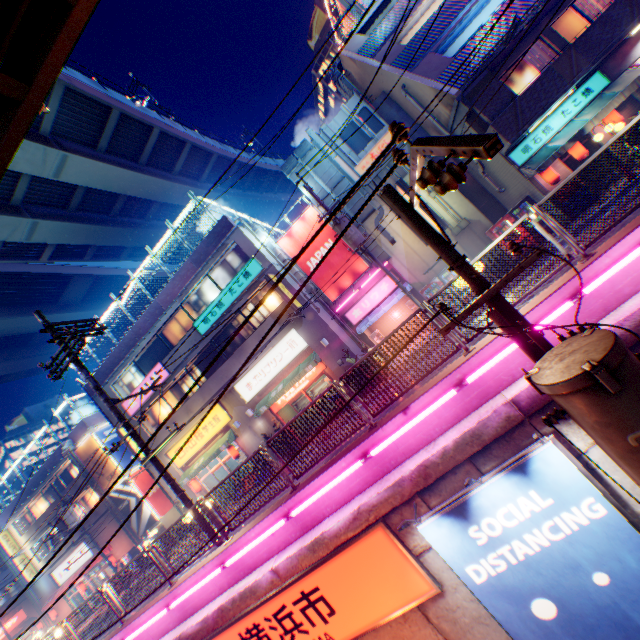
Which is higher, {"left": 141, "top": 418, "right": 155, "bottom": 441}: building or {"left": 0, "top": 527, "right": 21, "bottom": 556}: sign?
{"left": 0, "top": 527, "right": 21, "bottom": 556}: sign

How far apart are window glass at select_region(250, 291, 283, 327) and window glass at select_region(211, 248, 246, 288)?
1.3m

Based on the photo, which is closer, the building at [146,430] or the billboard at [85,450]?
the building at [146,430]

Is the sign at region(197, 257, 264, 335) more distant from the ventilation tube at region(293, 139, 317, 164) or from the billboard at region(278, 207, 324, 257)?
the ventilation tube at region(293, 139, 317, 164)

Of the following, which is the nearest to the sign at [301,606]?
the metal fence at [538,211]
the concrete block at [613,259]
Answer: the concrete block at [613,259]

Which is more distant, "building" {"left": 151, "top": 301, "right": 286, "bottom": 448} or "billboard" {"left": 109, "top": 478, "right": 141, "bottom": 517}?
"billboard" {"left": 109, "top": 478, "right": 141, "bottom": 517}

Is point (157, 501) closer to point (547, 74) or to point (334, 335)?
point (334, 335)

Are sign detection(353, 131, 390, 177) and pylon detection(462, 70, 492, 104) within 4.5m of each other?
yes
